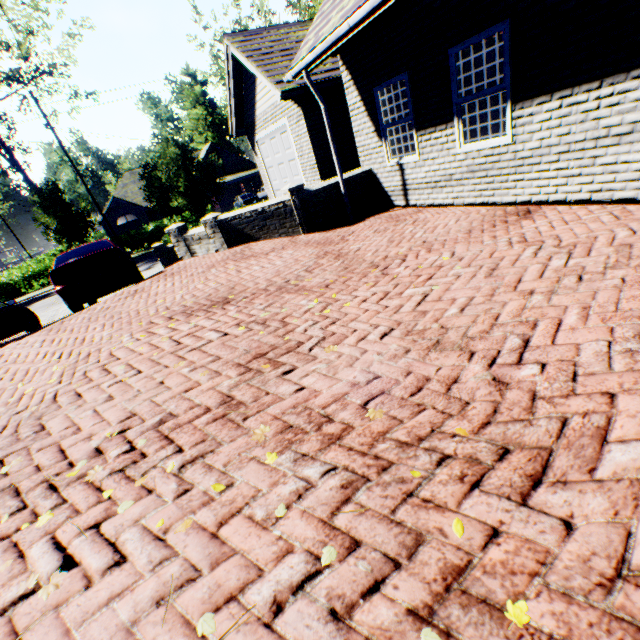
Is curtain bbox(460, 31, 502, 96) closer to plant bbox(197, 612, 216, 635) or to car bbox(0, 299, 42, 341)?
plant bbox(197, 612, 216, 635)

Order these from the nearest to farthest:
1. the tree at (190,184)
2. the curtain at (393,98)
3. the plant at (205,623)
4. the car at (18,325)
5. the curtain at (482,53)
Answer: the plant at (205,623), the curtain at (482,53), the curtain at (393,98), the car at (18,325), the tree at (190,184)

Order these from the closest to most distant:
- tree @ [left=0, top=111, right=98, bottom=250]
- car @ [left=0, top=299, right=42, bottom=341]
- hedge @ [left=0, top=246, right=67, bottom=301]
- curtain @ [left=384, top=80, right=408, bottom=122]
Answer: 1. curtain @ [left=384, top=80, right=408, bottom=122]
2. car @ [left=0, top=299, right=42, bottom=341]
3. tree @ [left=0, top=111, right=98, bottom=250]
4. hedge @ [left=0, top=246, right=67, bottom=301]

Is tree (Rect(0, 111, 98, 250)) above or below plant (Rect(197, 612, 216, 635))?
above

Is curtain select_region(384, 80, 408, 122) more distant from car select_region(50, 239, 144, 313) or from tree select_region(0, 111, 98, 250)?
tree select_region(0, 111, 98, 250)

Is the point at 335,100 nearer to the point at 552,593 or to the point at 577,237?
the point at 577,237

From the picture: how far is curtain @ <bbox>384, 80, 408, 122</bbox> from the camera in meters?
6.8 m

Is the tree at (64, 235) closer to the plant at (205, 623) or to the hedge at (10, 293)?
the hedge at (10, 293)
